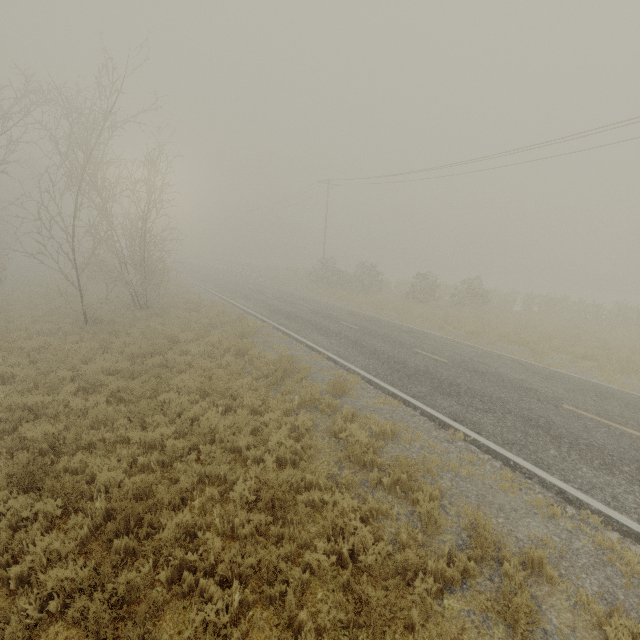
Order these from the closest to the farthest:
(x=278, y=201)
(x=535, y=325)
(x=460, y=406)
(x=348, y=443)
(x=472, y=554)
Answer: (x=472, y=554) → (x=348, y=443) → (x=460, y=406) → (x=535, y=325) → (x=278, y=201)
